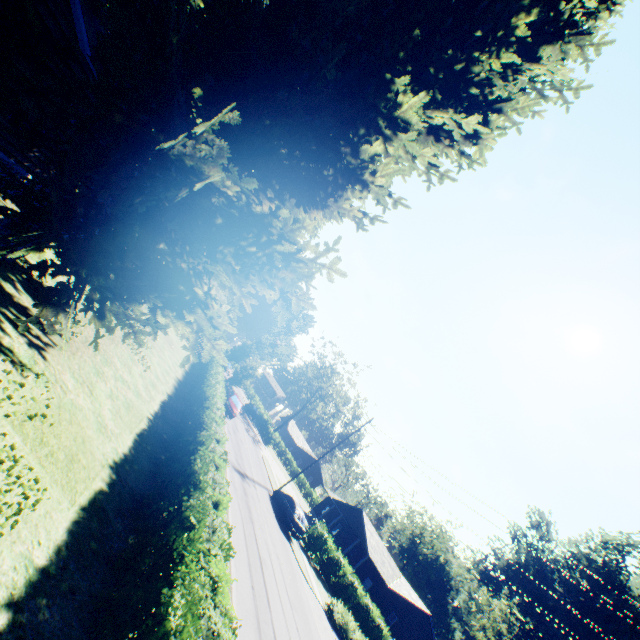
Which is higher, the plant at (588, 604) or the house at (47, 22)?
the plant at (588, 604)

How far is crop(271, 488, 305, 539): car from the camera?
23.9m

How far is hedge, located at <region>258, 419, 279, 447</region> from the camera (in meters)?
52.19

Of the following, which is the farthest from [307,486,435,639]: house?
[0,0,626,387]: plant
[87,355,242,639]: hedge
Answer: [87,355,242,639]: hedge

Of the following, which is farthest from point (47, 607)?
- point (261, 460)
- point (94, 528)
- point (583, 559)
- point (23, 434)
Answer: point (583, 559)

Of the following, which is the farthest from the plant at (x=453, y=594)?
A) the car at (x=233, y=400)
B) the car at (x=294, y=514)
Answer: the car at (x=294, y=514)

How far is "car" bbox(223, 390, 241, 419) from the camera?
30.0 meters

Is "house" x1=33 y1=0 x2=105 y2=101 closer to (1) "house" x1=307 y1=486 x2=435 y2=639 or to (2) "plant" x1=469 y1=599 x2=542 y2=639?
(2) "plant" x1=469 y1=599 x2=542 y2=639
